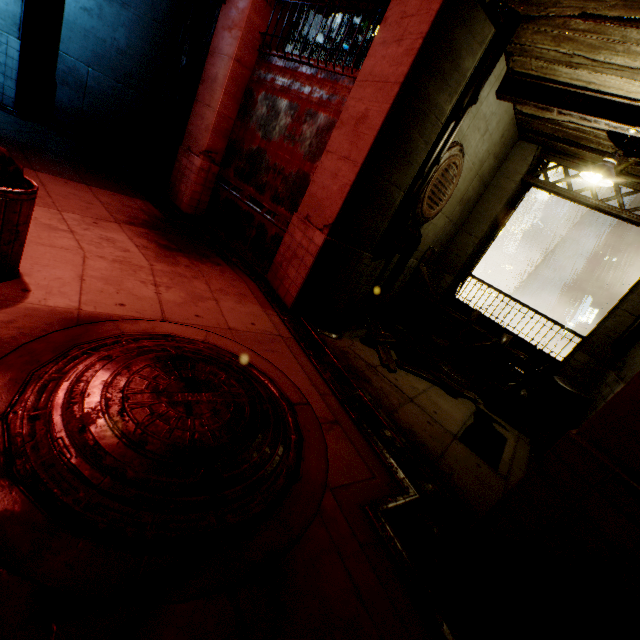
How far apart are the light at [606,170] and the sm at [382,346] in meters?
4.7 m

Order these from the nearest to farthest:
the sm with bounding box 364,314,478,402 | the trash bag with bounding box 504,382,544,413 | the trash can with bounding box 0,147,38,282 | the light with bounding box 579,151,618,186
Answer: the trash can with bounding box 0,147,38,282 < the light with bounding box 579,151,618,186 < the sm with bounding box 364,314,478,402 < the trash bag with bounding box 504,382,544,413

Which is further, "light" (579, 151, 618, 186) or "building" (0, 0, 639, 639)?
"light" (579, 151, 618, 186)

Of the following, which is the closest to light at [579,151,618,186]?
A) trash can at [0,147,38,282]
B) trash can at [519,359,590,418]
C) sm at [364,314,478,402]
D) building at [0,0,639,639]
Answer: building at [0,0,639,639]

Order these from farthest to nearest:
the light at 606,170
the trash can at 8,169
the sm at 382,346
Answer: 1. the sm at 382,346
2. the light at 606,170
3. the trash can at 8,169

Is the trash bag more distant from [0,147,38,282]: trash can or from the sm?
[0,147,38,282]: trash can

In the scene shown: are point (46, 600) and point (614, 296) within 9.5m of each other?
no

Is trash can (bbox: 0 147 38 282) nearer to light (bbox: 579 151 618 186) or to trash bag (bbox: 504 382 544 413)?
light (bbox: 579 151 618 186)
